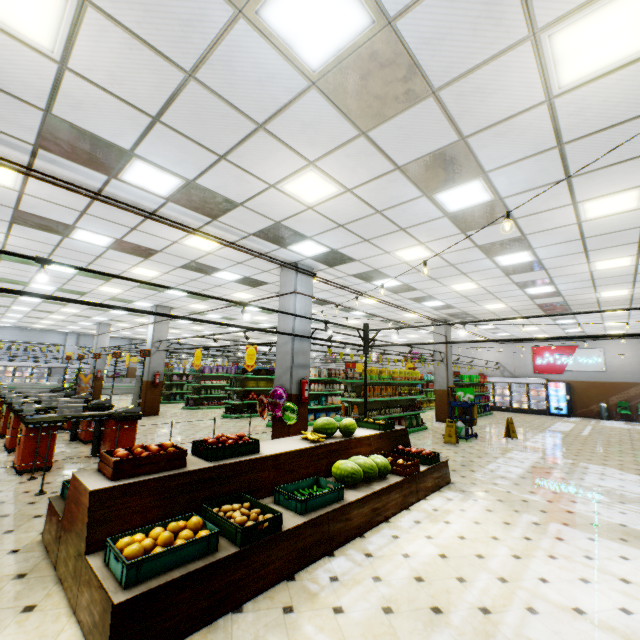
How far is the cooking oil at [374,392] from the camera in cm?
1046

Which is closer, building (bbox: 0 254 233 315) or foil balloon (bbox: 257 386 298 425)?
foil balloon (bbox: 257 386 298 425)

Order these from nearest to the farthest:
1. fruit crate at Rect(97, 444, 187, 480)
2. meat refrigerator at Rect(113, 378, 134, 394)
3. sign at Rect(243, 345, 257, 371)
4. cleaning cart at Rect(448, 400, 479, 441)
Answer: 1. fruit crate at Rect(97, 444, 187, 480)
2. sign at Rect(243, 345, 257, 371)
3. cleaning cart at Rect(448, 400, 479, 441)
4. meat refrigerator at Rect(113, 378, 134, 394)

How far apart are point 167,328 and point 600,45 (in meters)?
15.88

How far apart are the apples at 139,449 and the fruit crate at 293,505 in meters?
1.2

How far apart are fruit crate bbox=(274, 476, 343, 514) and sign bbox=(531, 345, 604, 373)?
22.4m

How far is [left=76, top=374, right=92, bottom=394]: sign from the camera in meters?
19.2 m

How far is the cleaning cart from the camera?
11.2 meters
